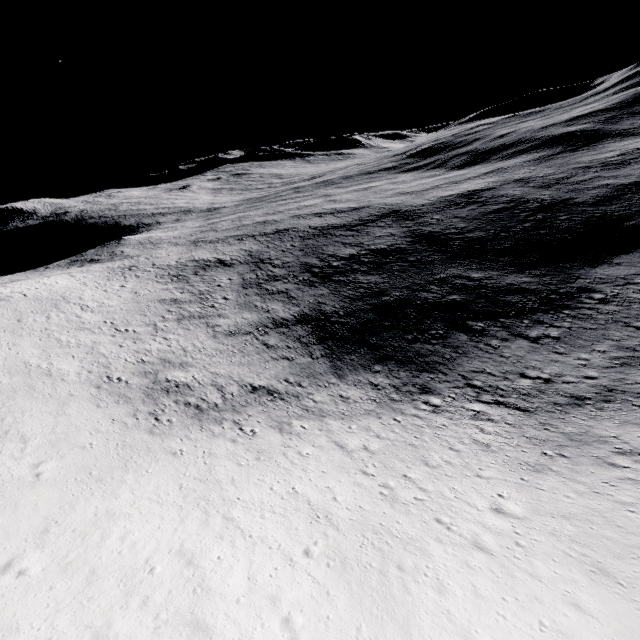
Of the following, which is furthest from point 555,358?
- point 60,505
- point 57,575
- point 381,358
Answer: point 60,505
